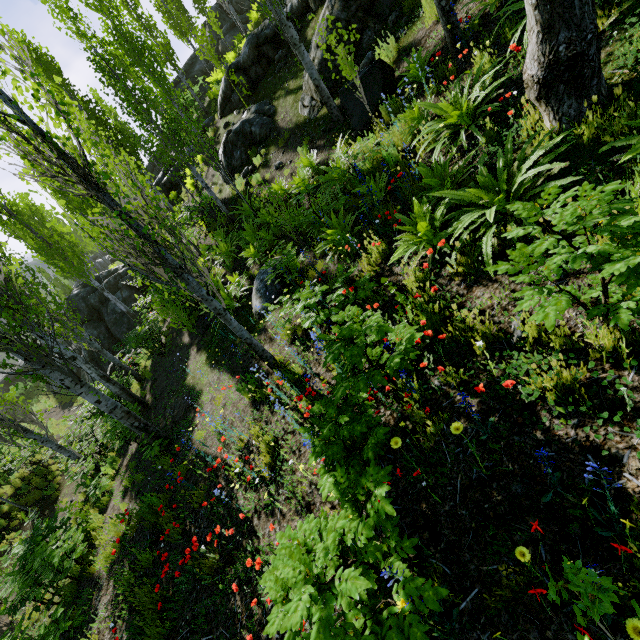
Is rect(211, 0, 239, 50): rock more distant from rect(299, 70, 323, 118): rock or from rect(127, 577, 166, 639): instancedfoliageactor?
rect(299, 70, 323, 118): rock

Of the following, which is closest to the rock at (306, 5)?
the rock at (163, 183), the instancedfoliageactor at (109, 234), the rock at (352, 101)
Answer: the instancedfoliageactor at (109, 234)

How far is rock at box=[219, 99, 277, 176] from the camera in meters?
12.6 m

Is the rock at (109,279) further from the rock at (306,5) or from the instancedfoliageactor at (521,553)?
the rock at (306,5)

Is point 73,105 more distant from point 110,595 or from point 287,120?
point 110,595

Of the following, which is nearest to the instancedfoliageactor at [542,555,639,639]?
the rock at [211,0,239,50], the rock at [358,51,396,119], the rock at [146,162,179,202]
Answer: the rock at [146,162,179,202]

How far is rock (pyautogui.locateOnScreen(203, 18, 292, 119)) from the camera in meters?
13.1 m

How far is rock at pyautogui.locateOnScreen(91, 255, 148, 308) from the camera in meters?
19.6 m
